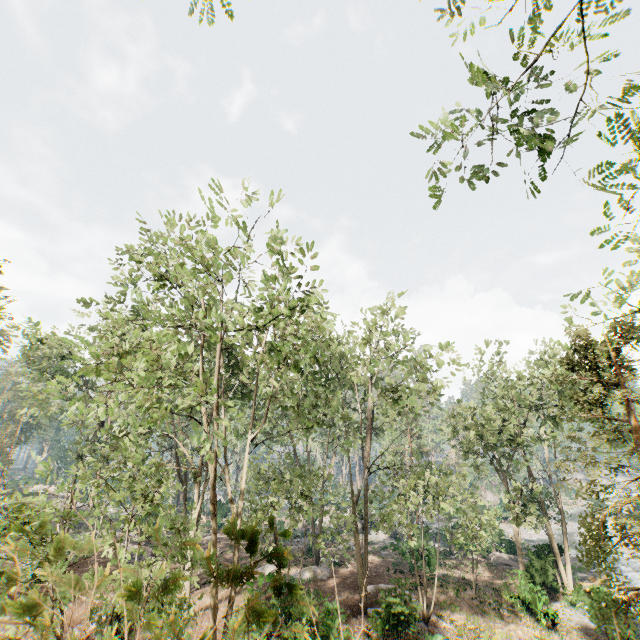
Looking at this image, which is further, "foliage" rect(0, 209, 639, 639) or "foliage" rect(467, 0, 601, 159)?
"foliage" rect(467, 0, 601, 159)

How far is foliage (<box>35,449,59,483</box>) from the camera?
9.8 meters

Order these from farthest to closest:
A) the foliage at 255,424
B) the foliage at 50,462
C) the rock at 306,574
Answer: the rock at 306,574
the foliage at 50,462
the foliage at 255,424

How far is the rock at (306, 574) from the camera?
25.1m

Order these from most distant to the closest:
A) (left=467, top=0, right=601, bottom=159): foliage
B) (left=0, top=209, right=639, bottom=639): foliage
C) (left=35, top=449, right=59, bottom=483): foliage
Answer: (left=35, top=449, right=59, bottom=483): foliage
(left=467, top=0, right=601, bottom=159): foliage
(left=0, top=209, right=639, bottom=639): foliage

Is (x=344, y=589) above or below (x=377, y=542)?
above
